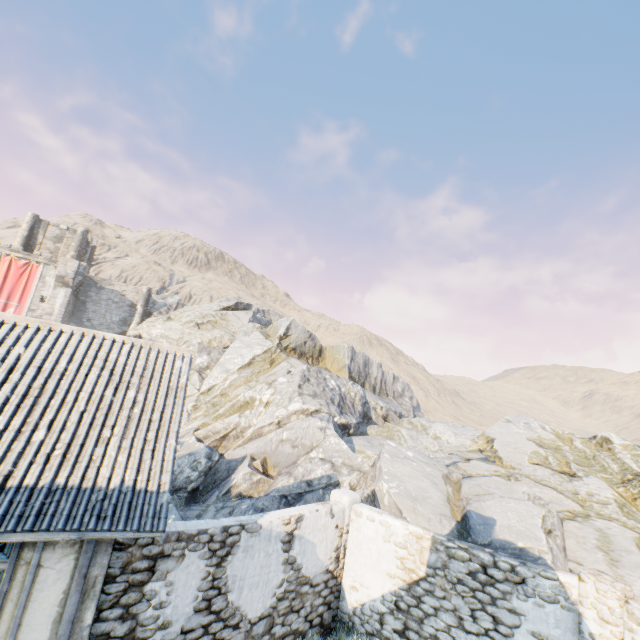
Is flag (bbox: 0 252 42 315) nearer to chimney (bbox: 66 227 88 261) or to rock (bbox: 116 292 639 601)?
rock (bbox: 116 292 639 601)

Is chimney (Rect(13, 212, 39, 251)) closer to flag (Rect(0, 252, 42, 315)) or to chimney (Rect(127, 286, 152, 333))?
flag (Rect(0, 252, 42, 315))

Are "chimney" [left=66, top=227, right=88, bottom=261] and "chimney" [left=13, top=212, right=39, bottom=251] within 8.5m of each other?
yes

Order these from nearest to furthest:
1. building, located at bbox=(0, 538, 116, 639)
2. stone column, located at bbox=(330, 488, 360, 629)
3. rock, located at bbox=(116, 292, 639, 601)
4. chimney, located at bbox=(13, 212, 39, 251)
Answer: building, located at bbox=(0, 538, 116, 639) < stone column, located at bbox=(330, 488, 360, 629) < rock, located at bbox=(116, 292, 639, 601) < chimney, located at bbox=(13, 212, 39, 251)

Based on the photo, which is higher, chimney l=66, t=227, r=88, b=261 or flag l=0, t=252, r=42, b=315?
chimney l=66, t=227, r=88, b=261

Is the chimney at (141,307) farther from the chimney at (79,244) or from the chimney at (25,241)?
the chimney at (25,241)

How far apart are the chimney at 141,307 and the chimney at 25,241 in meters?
11.9 m

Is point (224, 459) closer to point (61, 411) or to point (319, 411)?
point (319, 411)
